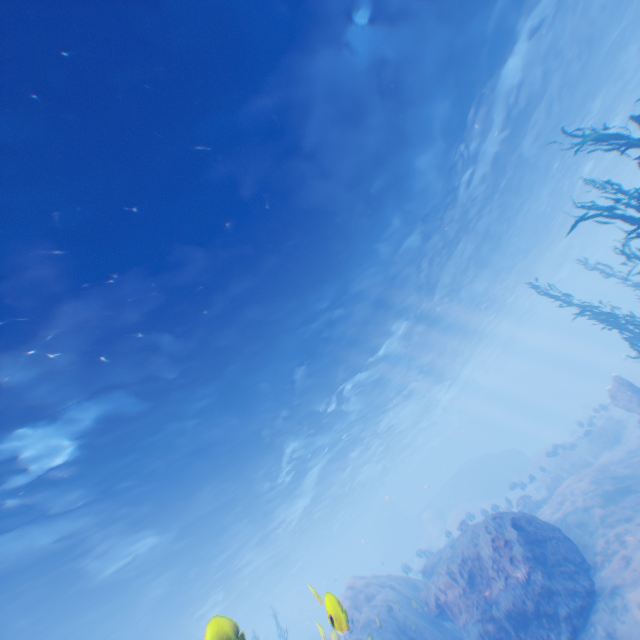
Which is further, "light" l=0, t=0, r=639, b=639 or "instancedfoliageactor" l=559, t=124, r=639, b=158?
"instancedfoliageactor" l=559, t=124, r=639, b=158

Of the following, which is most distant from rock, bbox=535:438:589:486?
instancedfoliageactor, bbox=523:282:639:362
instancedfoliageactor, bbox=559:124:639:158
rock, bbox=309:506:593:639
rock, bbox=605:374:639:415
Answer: instancedfoliageactor, bbox=559:124:639:158

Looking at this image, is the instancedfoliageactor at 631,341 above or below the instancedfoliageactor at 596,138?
below

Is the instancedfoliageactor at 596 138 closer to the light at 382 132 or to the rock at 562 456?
the light at 382 132

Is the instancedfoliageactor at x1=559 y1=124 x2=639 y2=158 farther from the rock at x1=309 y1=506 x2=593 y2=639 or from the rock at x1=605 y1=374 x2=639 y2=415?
the rock at x1=605 y1=374 x2=639 y2=415

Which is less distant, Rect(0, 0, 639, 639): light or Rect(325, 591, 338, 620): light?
Rect(325, 591, 338, 620): light

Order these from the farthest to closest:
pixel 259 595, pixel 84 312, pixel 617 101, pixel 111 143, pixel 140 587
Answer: pixel 259 595, pixel 617 101, pixel 140 587, pixel 84 312, pixel 111 143

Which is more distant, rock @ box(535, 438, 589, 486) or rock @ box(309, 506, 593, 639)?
rock @ box(535, 438, 589, 486)
